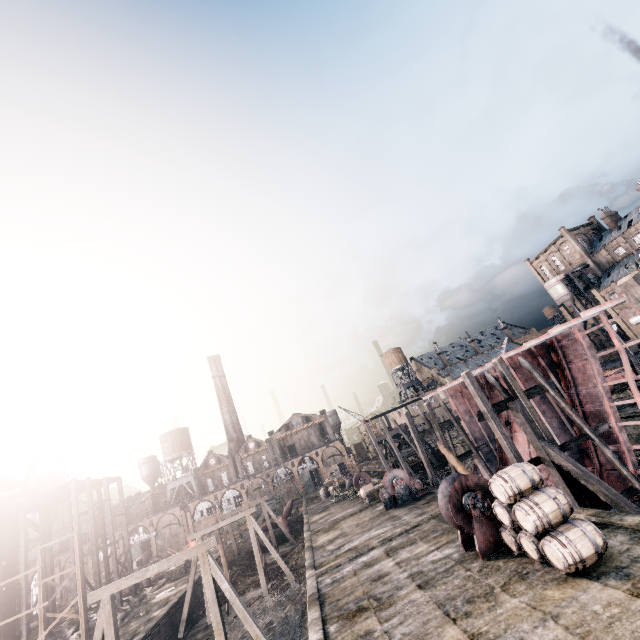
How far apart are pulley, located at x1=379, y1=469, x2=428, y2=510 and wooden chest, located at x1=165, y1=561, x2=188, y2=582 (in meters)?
27.41

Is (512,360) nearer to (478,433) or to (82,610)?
(478,433)

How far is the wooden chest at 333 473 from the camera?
52.3m

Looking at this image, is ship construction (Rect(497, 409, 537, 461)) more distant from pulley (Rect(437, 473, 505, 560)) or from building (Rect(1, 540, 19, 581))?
building (Rect(1, 540, 19, 581))

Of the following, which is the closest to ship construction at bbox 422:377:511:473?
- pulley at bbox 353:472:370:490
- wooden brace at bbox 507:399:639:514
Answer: wooden brace at bbox 507:399:639:514

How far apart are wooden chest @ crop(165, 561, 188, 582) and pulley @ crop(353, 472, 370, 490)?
21.8m

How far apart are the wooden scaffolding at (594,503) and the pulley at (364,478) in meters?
23.9 m

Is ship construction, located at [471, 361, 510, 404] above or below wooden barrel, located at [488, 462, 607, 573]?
above
